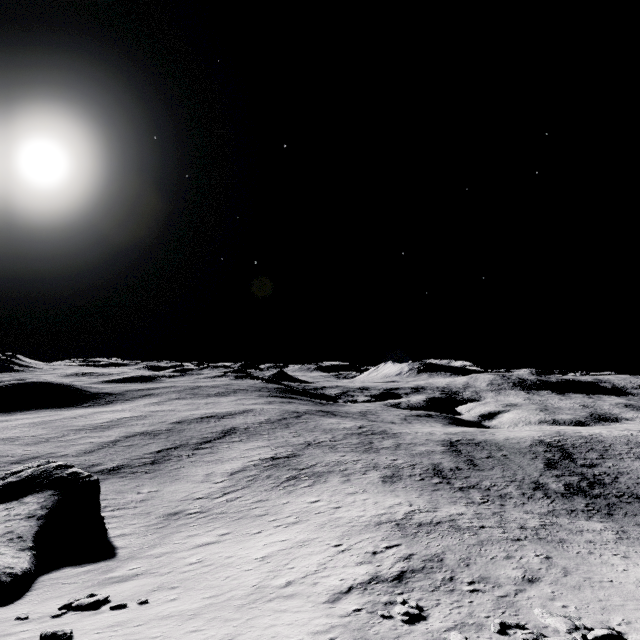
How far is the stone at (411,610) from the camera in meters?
13.2 m

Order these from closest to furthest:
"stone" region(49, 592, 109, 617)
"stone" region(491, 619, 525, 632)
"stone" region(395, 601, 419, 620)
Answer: "stone" region(491, 619, 525, 632), "stone" region(395, 601, 419, 620), "stone" region(49, 592, 109, 617)

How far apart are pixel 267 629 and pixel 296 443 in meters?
46.3 m

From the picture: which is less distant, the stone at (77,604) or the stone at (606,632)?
the stone at (606,632)

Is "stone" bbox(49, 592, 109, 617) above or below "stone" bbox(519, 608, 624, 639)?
below

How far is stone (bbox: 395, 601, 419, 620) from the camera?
13.2 meters

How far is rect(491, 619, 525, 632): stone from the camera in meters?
12.5 m

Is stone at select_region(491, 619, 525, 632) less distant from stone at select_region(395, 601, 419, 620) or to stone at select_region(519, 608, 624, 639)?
stone at select_region(519, 608, 624, 639)
